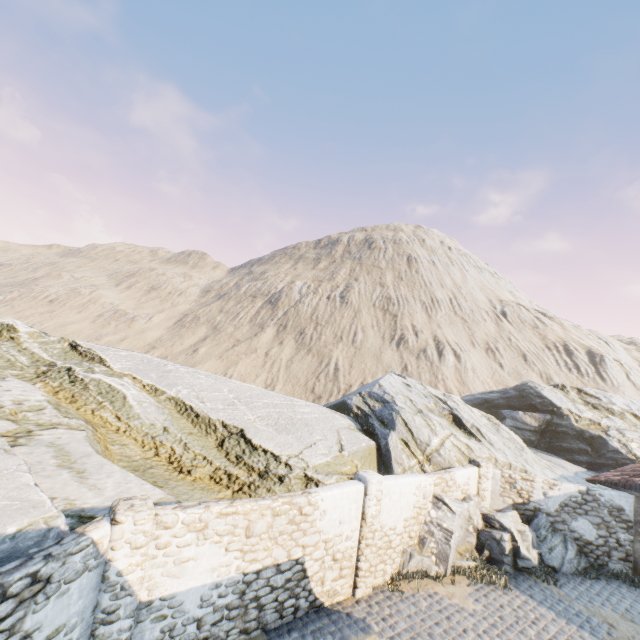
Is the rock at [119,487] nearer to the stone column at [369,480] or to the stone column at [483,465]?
the stone column at [483,465]

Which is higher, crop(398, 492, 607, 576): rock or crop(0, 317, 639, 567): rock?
crop(0, 317, 639, 567): rock

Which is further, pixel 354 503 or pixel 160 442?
pixel 160 442

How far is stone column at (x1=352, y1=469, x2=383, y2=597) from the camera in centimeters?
917cm

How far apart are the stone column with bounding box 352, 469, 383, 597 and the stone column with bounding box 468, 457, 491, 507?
5.6 meters

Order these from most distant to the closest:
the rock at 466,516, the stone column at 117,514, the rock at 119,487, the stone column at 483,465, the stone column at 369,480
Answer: the stone column at 483,465, the rock at 466,516, the stone column at 369,480, the rock at 119,487, the stone column at 117,514

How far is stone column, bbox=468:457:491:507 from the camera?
13.0 meters

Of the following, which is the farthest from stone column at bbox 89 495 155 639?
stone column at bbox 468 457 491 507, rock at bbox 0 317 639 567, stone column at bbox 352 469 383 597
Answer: stone column at bbox 468 457 491 507
